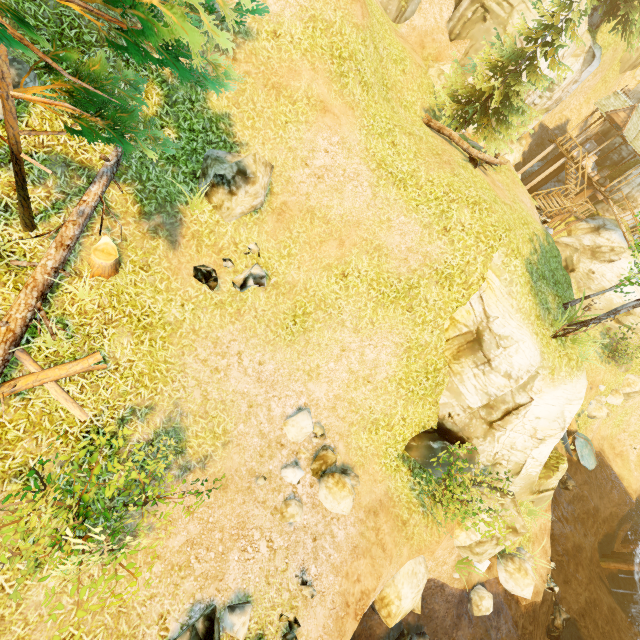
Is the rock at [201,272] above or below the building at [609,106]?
below

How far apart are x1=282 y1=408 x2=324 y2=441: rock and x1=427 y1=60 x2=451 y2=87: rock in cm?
1962

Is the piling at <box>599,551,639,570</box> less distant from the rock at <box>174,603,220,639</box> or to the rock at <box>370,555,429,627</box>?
the rock at <box>370,555,429,627</box>

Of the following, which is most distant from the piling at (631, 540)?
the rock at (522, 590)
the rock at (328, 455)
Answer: the rock at (328, 455)

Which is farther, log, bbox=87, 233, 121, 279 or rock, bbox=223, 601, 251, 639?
log, bbox=87, 233, 121, 279

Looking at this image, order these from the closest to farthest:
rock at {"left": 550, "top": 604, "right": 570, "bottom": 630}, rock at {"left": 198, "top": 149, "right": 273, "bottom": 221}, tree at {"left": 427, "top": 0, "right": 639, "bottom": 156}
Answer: rock at {"left": 198, "top": 149, "right": 273, "bottom": 221}, tree at {"left": 427, "top": 0, "right": 639, "bottom": 156}, rock at {"left": 550, "top": 604, "right": 570, "bottom": 630}

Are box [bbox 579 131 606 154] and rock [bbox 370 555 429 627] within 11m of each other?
no

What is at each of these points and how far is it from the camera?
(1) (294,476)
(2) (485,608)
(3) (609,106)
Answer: (1) rock, 8.7 meters
(2) rock, 11.7 meters
(3) building, 26.0 meters
